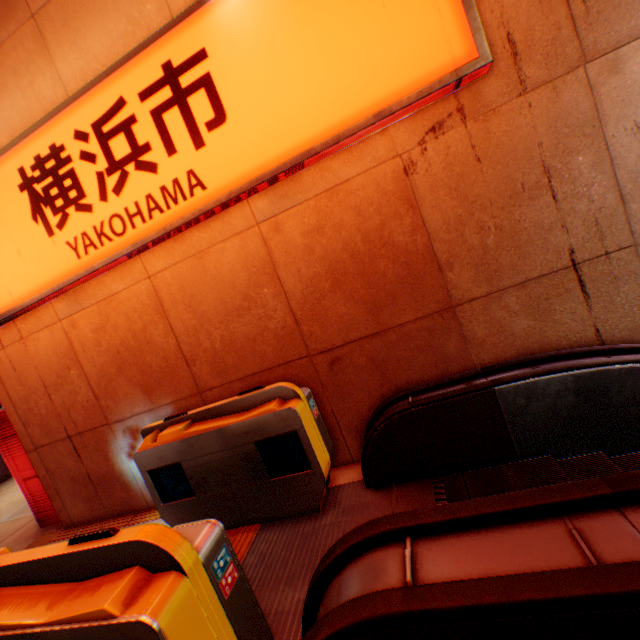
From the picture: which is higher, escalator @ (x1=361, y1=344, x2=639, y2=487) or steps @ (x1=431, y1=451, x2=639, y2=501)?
escalator @ (x1=361, y1=344, x2=639, y2=487)

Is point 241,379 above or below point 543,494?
above

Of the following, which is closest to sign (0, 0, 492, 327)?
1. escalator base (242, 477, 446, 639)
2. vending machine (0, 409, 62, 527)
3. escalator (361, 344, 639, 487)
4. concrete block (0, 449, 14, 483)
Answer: vending machine (0, 409, 62, 527)

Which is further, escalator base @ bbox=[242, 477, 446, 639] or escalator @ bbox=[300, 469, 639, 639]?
escalator base @ bbox=[242, 477, 446, 639]

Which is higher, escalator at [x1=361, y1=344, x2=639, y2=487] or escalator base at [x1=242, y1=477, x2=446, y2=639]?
escalator at [x1=361, y1=344, x2=639, y2=487]

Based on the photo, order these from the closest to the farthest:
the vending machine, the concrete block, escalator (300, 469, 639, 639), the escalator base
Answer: escalator (300, 469, 639, 639) → the escalator base → the vending machine → the concrete block

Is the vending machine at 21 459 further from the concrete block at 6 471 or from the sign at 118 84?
the concrete block at 6 471

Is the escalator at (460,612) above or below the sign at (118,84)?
below
